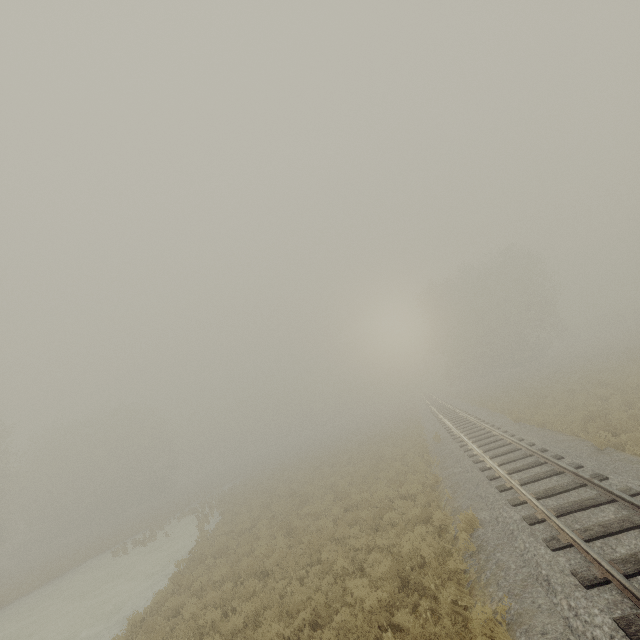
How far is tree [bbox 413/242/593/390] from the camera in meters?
42.2 m

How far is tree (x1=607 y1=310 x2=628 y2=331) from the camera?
58.2m

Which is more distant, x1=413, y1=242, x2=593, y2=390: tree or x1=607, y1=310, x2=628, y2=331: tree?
x1=607, y1=310, x2=628, y2=331: tree

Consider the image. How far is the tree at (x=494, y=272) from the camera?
42.22m

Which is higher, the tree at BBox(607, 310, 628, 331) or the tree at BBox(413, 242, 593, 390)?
the tree at BBox(413, 242, 593, 390)

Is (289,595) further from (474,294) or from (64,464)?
(64,464)

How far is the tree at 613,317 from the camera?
58.15m
